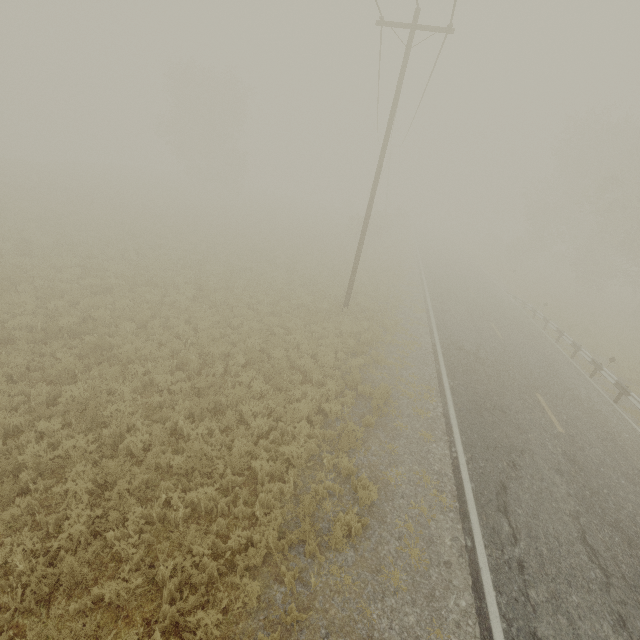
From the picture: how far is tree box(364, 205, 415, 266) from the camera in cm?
3556

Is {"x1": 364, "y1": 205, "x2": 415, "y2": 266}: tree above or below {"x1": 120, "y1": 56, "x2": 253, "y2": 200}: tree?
below

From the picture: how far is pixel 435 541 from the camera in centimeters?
662cm

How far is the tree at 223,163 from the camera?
37.4m

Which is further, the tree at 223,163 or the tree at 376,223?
the tree at 223,163

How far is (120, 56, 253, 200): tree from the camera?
37.4m

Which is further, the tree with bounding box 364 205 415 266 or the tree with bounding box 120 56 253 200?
the tree with bounding box 120 56 253 200
